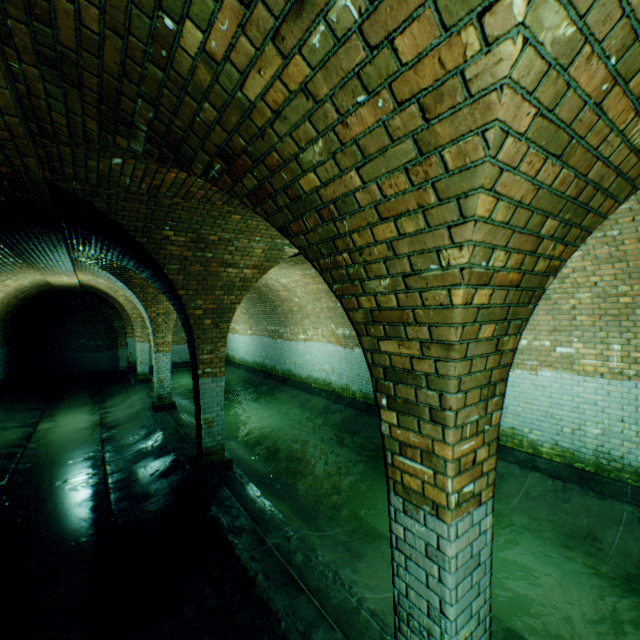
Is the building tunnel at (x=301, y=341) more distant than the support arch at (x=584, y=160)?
Yes

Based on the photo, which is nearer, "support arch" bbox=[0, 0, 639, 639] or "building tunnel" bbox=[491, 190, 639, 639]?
"support arch" bbox=[0, 0, 639, 639]

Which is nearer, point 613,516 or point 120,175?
point 120,175
